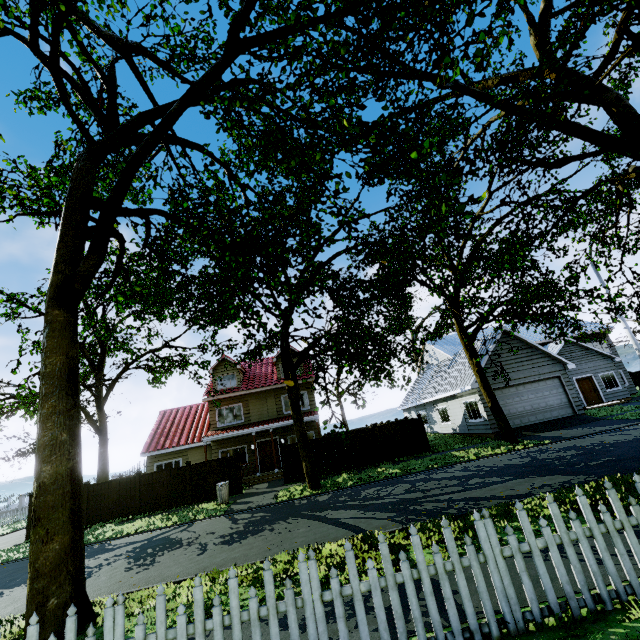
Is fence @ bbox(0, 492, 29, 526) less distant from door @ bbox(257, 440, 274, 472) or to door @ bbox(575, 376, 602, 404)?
door @ bbox(257, 440, 274, 472)

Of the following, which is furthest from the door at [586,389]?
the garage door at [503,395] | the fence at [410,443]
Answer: the fence at [410,443]

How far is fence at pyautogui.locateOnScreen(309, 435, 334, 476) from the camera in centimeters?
1841cm

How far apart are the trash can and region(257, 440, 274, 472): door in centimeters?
688cm

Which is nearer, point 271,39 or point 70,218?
point 271,39

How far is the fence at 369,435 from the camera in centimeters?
1855cm

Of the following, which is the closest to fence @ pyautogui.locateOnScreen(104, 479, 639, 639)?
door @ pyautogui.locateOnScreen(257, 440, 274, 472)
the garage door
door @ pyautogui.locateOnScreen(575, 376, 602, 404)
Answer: the garage door

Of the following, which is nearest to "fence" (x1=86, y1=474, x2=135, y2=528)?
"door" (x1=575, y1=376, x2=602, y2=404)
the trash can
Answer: the trash can
